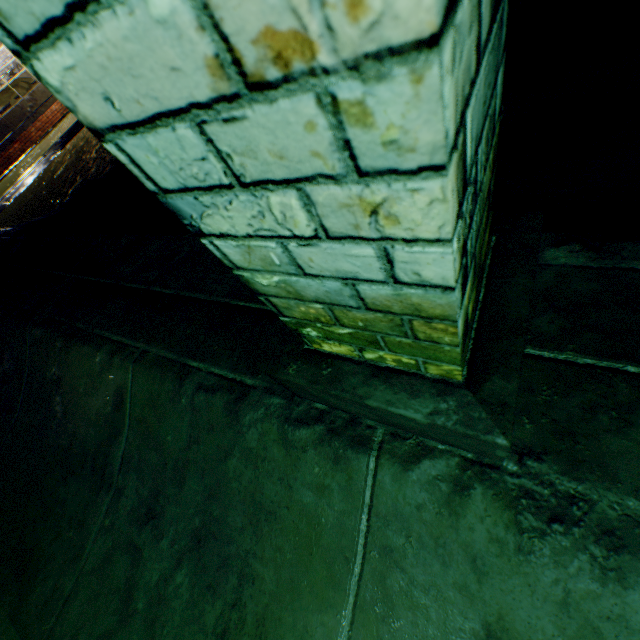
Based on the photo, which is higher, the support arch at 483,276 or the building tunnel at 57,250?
the support arch at 483,276

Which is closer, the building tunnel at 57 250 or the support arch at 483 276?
the support arch at 483 276

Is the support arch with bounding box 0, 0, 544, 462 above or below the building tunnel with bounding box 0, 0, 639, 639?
above

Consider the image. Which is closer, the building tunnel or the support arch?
the support arch

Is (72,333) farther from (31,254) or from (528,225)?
(528,225)
